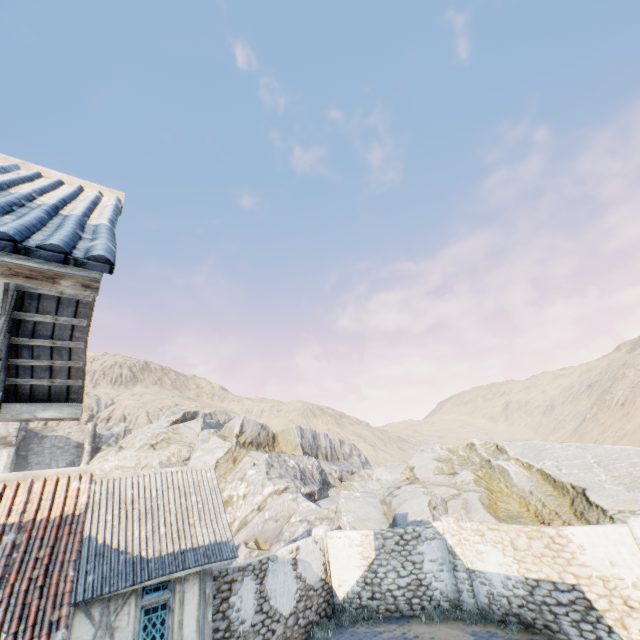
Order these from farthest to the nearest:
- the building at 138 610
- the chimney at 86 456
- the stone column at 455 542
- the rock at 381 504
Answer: the chimney at 86 456, the rock at 381 504, the stone column at 455 542, the building at 138 610

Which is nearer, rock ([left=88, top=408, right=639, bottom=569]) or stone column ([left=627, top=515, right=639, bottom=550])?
stone column ([left=627, top=515, right=639, bottom=550])

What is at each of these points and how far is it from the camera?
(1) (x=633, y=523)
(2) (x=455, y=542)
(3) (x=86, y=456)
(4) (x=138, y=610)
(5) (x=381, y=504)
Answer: (1) stone column, 8.96m
(2) stone column, 12.91m
(3) chimney, 37.25m
(4) building, 8.97m
(5) rock, 18.05m

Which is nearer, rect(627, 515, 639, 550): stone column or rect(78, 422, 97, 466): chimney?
rect(627, 515, 639, 550): stone column

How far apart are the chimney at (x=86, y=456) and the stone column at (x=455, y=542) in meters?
40.2

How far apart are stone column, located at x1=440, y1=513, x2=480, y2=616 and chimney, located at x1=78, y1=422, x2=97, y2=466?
40.2 meters

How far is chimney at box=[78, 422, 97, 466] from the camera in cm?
3703

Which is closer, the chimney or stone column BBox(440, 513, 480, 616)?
stone column BBox(440, 513, 480, 616)
